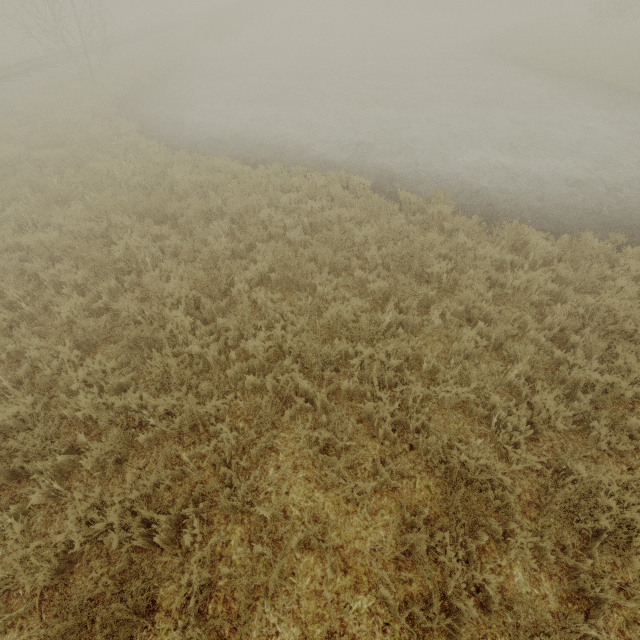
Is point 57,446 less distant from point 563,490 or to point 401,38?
point 563,490
